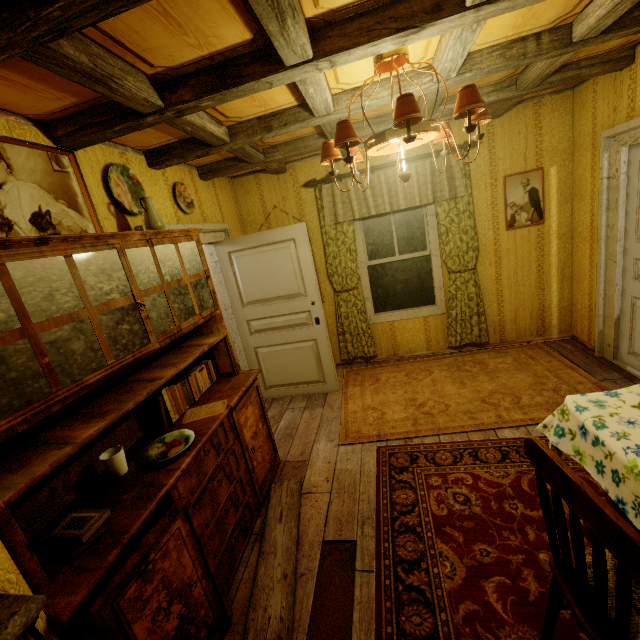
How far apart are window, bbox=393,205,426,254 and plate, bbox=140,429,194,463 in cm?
324

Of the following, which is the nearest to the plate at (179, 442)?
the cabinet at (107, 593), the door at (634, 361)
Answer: the cabinet at (107, 593)

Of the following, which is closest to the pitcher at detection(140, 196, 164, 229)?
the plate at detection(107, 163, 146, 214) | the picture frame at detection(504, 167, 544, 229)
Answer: the plate at detection(107, 163, 146, 214)

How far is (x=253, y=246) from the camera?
3.68m

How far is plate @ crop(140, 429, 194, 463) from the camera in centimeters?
178cm

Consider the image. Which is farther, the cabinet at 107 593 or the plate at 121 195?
the plate at 121 195

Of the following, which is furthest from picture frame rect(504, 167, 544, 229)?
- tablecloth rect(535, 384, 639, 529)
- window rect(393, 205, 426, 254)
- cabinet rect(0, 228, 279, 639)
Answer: cabinet rect(0, 228, 279, 639)

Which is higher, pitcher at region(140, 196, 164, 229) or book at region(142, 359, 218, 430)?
pitcher at region(140, 196, 164, 229)
